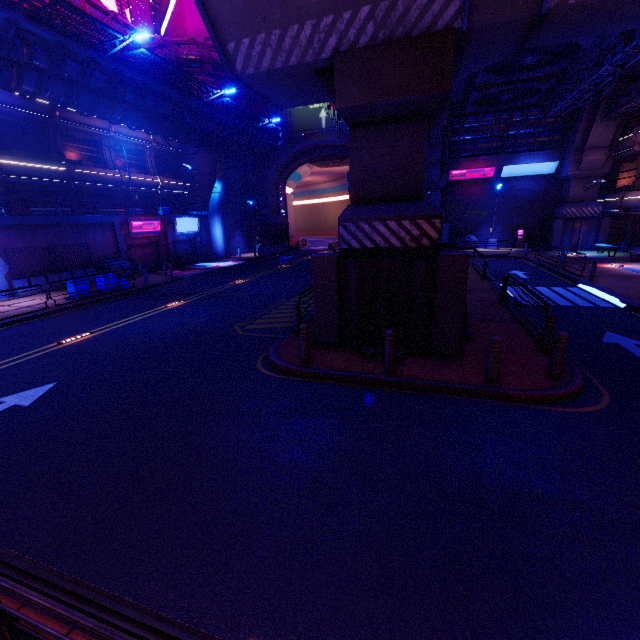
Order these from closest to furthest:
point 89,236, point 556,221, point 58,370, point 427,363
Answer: point 427,363
point 58,370
point 89,236
point 556,221

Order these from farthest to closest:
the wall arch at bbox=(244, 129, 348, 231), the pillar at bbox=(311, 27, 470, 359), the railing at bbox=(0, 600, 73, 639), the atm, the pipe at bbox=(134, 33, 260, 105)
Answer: the wall arch at bbox=(244, 129, 348, 231), the atm, the pipe at bbox=(134, 33, 260, 105), the pillar at bbox=(311, 27, 470, 359), the railing at bbox=(0, 600, 73, 639)

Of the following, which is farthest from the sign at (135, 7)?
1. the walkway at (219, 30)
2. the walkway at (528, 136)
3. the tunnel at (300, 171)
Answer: the walkway at (528, 136)

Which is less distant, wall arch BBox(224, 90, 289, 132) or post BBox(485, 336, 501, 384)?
post BBox(485, 336, 501, 384)

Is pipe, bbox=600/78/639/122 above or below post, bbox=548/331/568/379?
above

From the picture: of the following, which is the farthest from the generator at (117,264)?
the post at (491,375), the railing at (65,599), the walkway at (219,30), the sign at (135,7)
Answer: the post at (491,375)

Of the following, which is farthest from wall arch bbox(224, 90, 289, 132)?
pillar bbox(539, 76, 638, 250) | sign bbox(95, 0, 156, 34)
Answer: pillar bbox(539, 76, 638, 250)

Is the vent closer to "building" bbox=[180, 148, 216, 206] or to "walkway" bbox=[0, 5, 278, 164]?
"walkway" bbox=[0, 5, 278, 164]
